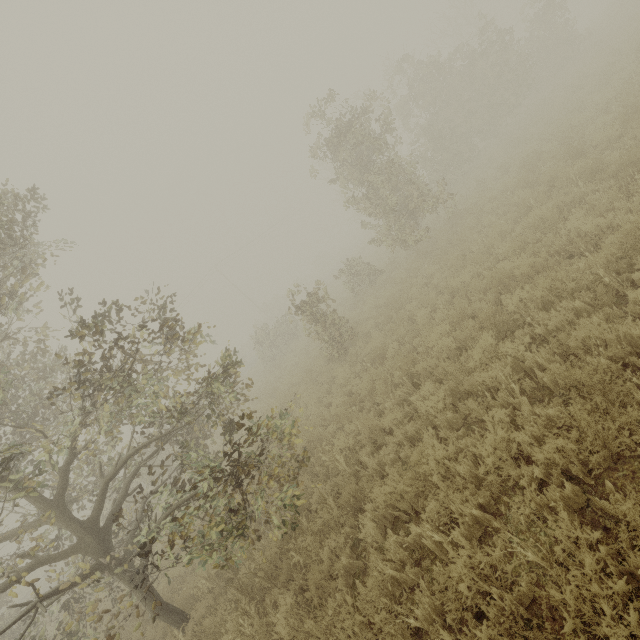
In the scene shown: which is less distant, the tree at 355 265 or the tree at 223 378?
the tree at 223 378

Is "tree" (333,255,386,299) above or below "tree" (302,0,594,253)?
below

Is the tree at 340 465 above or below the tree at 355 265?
below

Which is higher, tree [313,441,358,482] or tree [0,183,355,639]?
tree [0,183,355,639]

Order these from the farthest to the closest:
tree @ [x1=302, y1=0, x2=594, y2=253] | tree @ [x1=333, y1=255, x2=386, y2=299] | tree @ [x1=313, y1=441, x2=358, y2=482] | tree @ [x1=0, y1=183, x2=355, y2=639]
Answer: tree @ [x1=333, y1=255, x2=386, y2=299], tree @ [x1=302, y1=0, x2=594, y2=253], tree @ [x1=313, y1=441, x2=358, y2=482], tree @ [x1=0, y1=183, x2=355, y2=639]

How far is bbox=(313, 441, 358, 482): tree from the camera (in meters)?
6.34

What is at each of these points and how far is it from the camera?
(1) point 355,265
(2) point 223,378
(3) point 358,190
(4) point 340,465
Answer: (1) tree, 16.9m
(2) tree, 7.3m
(3) tree, 33.7m
(4) tree, 6.4m
